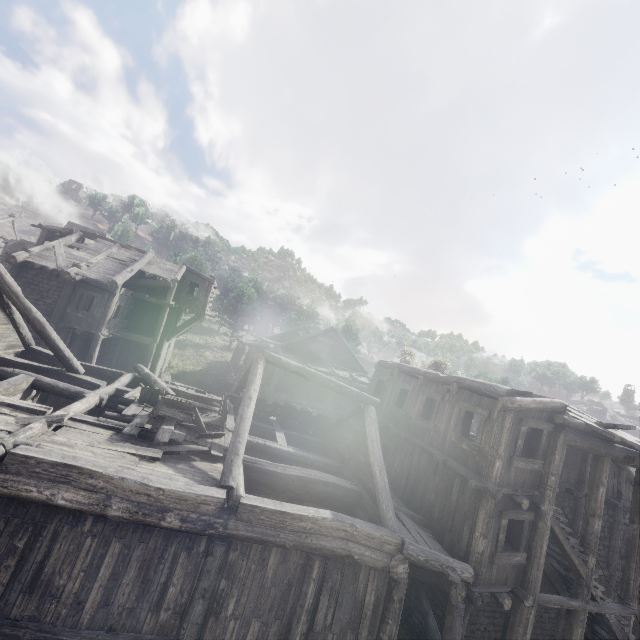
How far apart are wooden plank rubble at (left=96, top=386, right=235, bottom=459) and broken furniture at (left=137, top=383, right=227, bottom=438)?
0.0 meters

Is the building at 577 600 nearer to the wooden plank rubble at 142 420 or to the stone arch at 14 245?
the wooden plank rubble at 142 420

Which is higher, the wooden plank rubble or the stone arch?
the stone arch

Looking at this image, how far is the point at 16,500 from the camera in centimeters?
626cm

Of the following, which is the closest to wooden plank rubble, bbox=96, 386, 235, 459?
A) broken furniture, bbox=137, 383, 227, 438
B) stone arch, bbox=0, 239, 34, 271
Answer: broken furniture, bbox=137, 383, 227, 438

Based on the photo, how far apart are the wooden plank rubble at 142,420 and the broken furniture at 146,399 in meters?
0.0

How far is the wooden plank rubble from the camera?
8.95m

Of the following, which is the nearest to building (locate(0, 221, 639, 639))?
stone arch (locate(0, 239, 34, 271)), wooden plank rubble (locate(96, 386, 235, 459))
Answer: wooden plank rubble (locate(96, 386, 235, 459))
